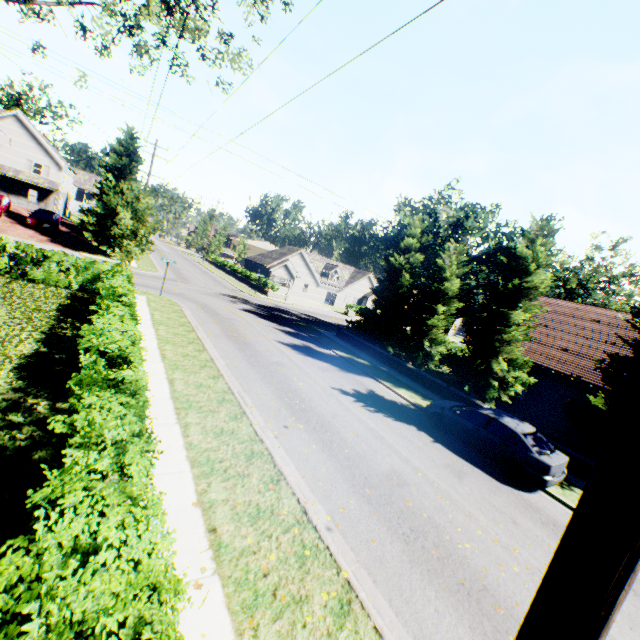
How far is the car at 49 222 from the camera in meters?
30.0 m

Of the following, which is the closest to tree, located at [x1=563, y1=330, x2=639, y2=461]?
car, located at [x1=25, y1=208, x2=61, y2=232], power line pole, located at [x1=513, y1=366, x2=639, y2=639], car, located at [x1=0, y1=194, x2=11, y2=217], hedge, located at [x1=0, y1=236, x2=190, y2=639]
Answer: car, located at [x1=25, y1=208, x2=61, y2=232]

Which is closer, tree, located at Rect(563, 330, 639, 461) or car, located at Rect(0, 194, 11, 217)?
tree, located at Rect(563, 330, 639, 461)

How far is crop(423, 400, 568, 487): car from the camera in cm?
1020

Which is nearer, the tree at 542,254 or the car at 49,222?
the tree at 542,254

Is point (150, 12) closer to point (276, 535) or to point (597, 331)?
point (276, 535)

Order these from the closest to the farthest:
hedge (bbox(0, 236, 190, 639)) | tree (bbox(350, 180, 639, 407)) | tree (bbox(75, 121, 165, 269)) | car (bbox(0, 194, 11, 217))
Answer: hedge (bbox(0, 236, 190, 639)) < tree (bbox(350, 180, 639, 407)) < tree (bbox(75, 121, 165, 269)) < car (bbox(0, 194, 11, 217))

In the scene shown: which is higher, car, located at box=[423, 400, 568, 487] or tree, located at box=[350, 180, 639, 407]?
tree, located at box=[350, 180, 639, 407]
